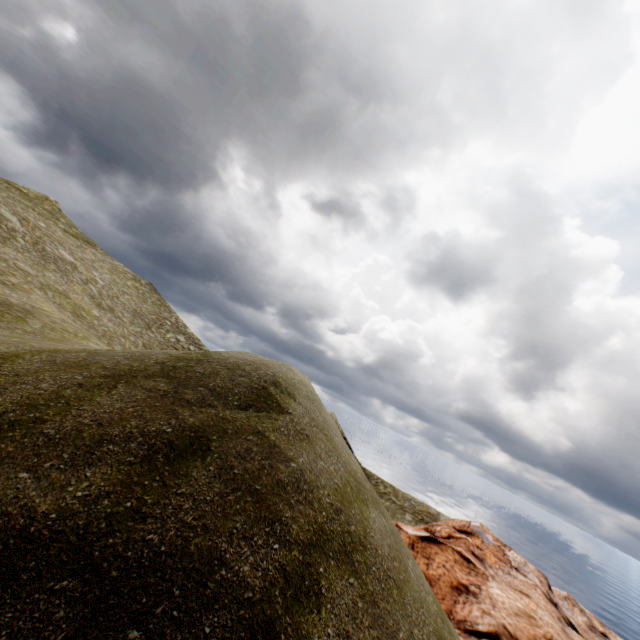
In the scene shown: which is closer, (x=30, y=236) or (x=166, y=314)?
(x=30, y=236)
